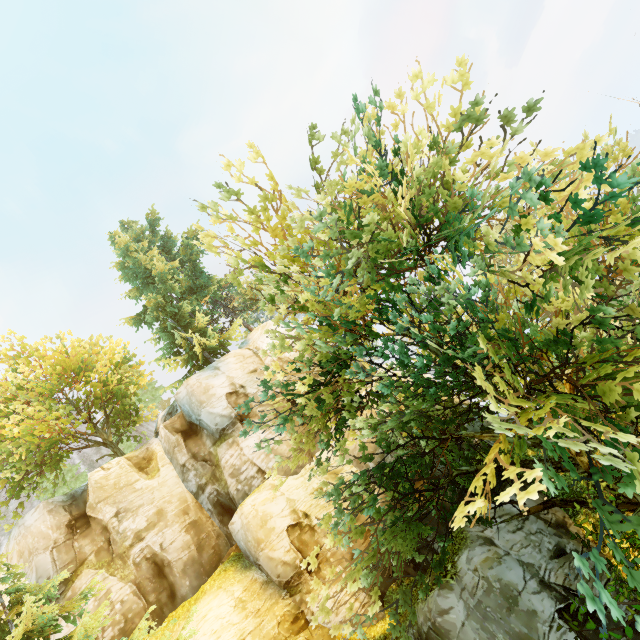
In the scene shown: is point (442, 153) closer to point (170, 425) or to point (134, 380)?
point (170, 425)

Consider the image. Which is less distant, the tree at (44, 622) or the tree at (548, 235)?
the tree at (548, 235)

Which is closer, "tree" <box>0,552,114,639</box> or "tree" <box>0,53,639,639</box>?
"tree" <box>0,53,639,639</box>
